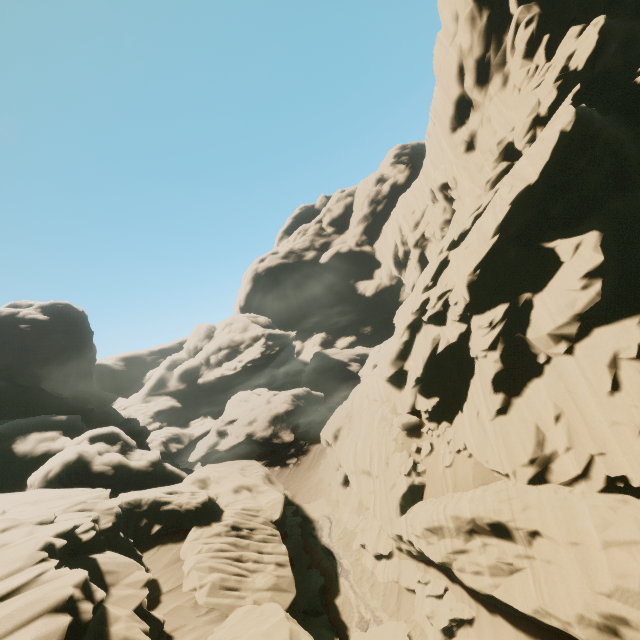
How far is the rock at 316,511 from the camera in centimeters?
2467cm

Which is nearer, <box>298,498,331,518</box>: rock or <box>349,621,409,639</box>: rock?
<box>349,621,409,639</box>: rock

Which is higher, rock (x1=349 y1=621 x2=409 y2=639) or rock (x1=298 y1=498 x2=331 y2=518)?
rock (x1=298 y1=498 x2=331 y2=518)

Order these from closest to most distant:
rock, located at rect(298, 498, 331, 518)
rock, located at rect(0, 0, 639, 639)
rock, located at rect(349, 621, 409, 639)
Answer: rock, located at rect(0, 0, 639, 639) → rock, located at rect(349, 621, 409, 639) → rock, located at rect(298, 498, 331, 518)

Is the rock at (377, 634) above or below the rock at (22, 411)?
below

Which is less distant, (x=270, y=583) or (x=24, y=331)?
(x=270, y=583)

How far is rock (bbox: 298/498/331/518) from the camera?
24.7m
